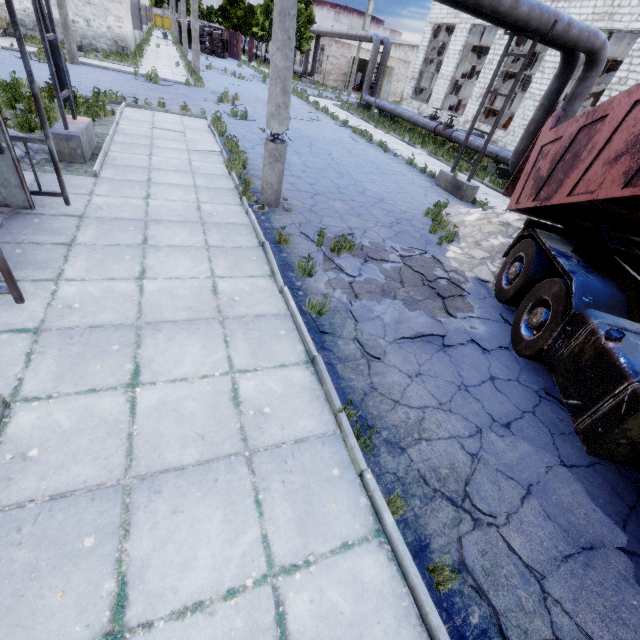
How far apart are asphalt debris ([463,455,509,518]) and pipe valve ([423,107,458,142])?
20.7 meters

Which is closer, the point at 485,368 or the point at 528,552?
the point at 528,552

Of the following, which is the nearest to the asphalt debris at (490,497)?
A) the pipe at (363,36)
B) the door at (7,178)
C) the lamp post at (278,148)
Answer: the lamp post at (278,148)

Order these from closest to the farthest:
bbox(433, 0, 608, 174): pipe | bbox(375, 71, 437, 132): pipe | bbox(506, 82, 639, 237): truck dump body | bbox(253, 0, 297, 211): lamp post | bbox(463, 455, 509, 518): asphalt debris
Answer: bbox(463, 455, 509, 518): asphalt debris → bbox(506, 82, 639, 237): truck dump body → bbox(253, 0, 297, 211): lamp post → bbox(433, 0, 608, 174): pipe → bbox(375, 71, 437, 132): pipe

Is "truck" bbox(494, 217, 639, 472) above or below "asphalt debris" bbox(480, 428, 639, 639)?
above

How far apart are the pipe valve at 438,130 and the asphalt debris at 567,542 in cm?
2068

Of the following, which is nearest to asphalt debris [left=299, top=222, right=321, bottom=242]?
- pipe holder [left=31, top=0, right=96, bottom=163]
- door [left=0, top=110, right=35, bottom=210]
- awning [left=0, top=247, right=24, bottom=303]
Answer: awning [left=0, top=247, right=24, bottom=303]

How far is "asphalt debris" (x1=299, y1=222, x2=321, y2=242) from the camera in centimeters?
686cm
